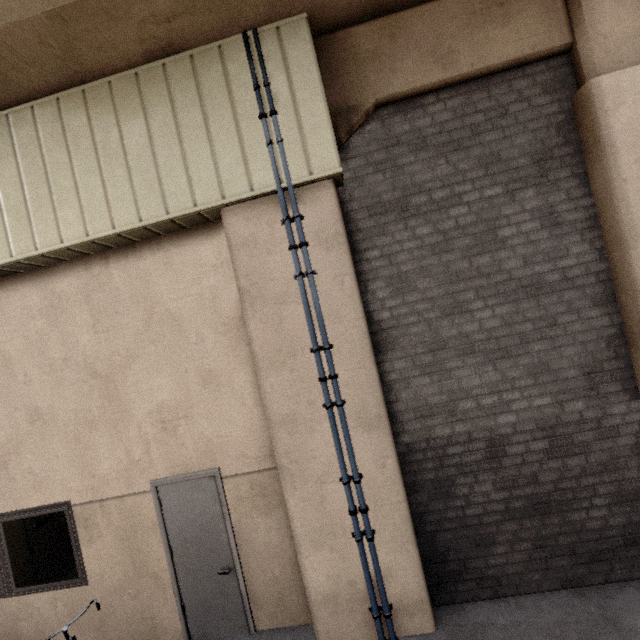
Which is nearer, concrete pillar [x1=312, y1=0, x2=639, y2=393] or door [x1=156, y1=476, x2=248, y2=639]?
concrete pillar [x1=312, y1=0, x2=639, y2=393]

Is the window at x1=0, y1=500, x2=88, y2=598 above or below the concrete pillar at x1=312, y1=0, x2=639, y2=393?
→ below

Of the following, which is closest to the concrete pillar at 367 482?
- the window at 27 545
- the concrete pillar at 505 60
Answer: the concrete pillar at 505 60

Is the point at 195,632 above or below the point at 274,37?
below

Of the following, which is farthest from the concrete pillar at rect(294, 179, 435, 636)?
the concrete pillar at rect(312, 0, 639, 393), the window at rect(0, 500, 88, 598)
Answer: the window at rect(0, 500, 88, 598)

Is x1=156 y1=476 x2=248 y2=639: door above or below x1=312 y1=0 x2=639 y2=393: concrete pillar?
below

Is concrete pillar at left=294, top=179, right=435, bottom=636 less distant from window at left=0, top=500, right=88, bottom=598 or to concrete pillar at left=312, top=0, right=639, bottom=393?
concrete pillar at left=312, top=0, right=639, bottom=393
